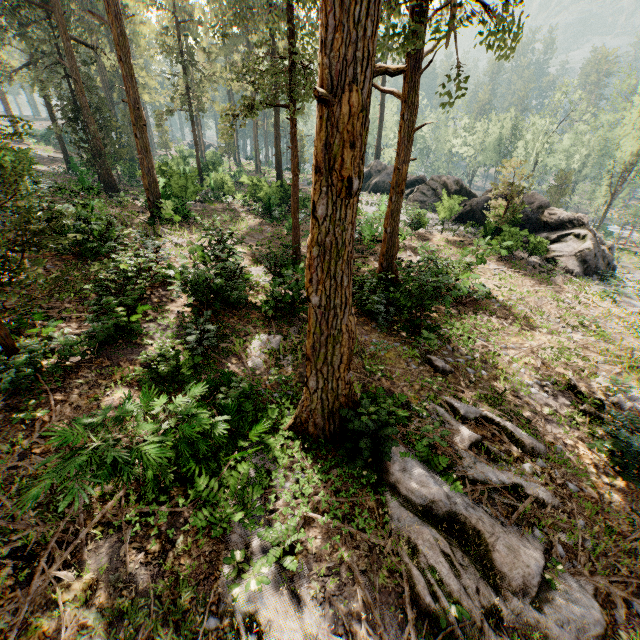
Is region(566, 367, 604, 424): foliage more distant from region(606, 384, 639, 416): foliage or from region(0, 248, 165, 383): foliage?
region(0, 248, 165, 383): foliage

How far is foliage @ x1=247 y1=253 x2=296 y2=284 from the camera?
13.3m

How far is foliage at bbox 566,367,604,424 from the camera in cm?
1004

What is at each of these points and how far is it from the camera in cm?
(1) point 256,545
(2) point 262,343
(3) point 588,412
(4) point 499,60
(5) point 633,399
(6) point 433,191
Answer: (1) foliage, 591
(2) foliage, 1155
(3) foliage, 1008
(4) foliage, 1015
(5) foliage, 1095
(6) rock, 3316

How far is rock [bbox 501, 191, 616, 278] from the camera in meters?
22.0 m

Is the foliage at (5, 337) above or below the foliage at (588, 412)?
above

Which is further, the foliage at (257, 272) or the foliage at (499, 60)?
the foliage at (257, 272)
